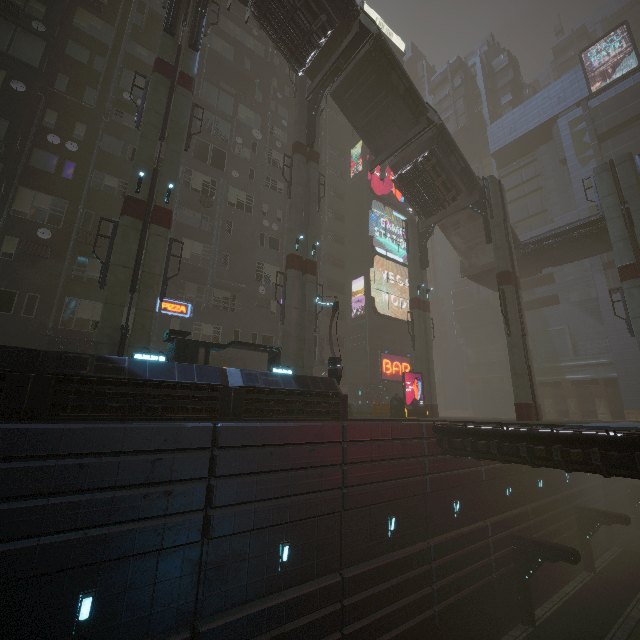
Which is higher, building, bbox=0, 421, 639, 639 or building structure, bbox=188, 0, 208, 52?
building structure, bbox=188, 0, 208, 52

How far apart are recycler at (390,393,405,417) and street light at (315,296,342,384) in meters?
7.2

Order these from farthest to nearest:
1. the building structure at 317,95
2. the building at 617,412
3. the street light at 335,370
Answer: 1. the building at 617,412
2. the building structure at 317,95
3. the street light at 335,370

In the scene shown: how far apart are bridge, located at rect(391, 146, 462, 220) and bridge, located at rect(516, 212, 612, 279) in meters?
7.6

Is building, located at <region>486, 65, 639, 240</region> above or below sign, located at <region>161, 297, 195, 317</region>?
above

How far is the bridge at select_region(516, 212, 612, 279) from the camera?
25.1m

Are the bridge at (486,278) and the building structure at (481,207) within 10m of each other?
yes

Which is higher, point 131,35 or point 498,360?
point 131,35
